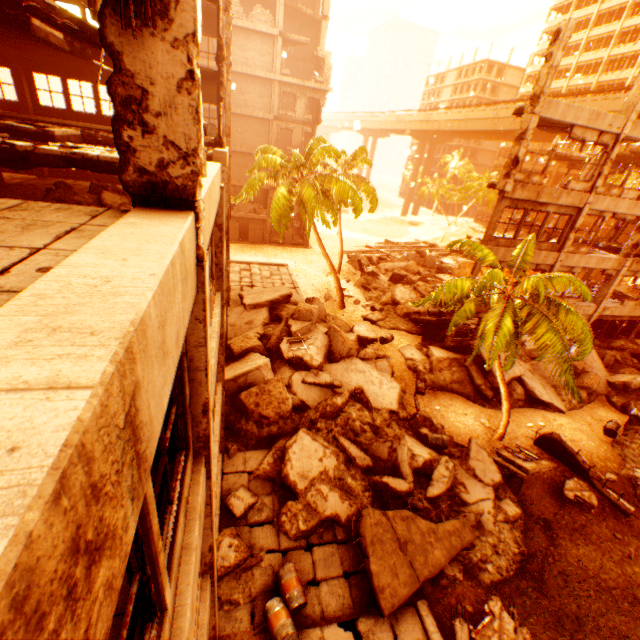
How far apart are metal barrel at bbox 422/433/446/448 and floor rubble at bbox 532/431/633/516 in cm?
455

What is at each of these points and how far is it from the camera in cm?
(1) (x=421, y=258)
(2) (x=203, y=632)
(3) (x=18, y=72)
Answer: (1) rock pile, 3497
(2) wall corner piece, 484
(3) concrete beam, 1570

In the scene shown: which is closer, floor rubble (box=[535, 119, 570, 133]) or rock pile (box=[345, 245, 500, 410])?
floor rubble (box=[535, 119, 570, 133])

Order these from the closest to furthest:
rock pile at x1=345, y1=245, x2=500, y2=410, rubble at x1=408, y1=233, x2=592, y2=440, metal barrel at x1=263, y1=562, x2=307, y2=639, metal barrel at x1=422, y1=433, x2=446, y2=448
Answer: metal barrel at x1=263, y1=562, x2=307, y2=639 → rubble at x1=408, y1=233, x2=592, y2=440 → metal barrel at x1=422, y1=433, x2=446, y2=448 → rock pile at x1=345, y1=245, x2=500, y2=410

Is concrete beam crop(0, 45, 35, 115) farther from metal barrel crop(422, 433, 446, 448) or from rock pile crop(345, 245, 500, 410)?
metal barrel crop(422, 433, 446, 448)

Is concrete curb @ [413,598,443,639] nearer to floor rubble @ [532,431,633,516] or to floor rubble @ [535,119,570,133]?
floor rubble @ [532,431,633,516]

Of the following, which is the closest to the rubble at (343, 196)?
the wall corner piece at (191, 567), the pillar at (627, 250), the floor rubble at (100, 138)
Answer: the floor rubble at (100, 138)

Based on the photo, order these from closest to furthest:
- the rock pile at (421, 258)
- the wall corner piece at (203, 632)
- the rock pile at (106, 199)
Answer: the wall corner piece at (203, 632), the rock pile at (106, 199), the rock pile at (421, 258)
